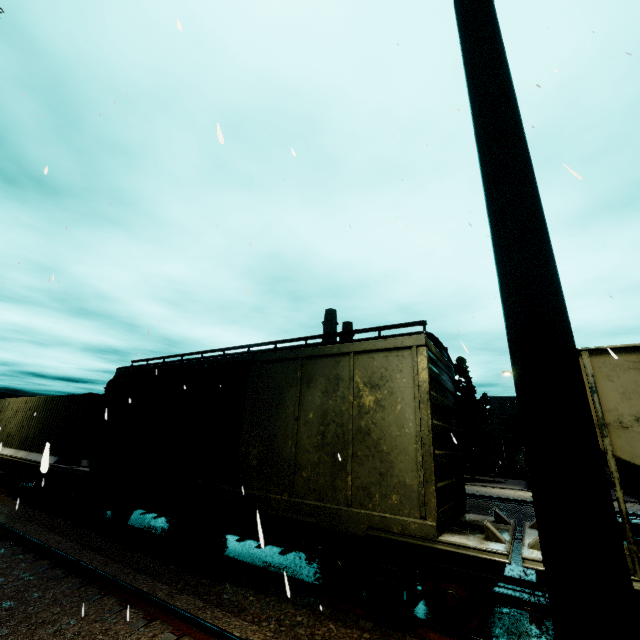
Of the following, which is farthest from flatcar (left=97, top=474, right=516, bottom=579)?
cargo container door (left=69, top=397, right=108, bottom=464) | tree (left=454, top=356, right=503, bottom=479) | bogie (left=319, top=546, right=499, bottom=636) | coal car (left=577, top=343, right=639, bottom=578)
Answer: tree (left=454, top=356, right=503, bottom=479)

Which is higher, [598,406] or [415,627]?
[598,406]

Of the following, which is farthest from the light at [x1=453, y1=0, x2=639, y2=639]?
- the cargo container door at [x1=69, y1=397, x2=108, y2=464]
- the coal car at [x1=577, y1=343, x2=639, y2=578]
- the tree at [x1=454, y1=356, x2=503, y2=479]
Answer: the tree at [x1=454, y1=356, x2=503, y2=479]

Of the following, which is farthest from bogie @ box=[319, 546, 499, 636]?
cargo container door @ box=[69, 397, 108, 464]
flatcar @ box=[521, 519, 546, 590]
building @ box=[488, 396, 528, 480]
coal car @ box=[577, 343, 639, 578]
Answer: building @ box=[488, 396, 528, 480]

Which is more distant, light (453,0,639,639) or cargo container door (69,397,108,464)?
cargo container door (69,397,108,464)

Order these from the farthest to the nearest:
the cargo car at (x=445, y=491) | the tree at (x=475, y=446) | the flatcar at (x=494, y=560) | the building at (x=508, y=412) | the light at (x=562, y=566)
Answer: the building at (x=508, y=412) → the tree at (x=475, y=446) → the cargo car at (x=445, y=491) → the flatcar at (x=494, y=560) → the light at (x=562, y=566)

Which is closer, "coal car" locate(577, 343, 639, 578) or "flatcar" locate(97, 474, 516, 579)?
"coal car" locate(577, 343, 639, 578)

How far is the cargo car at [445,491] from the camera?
5.70m
